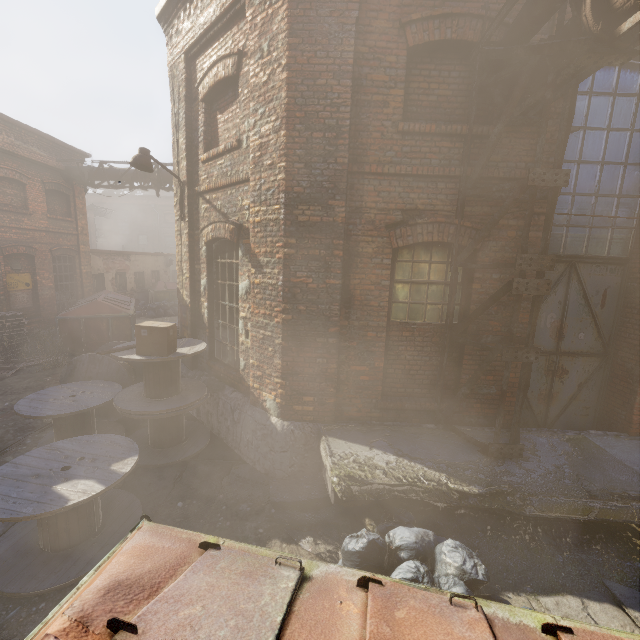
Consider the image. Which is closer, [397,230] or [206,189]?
[397,230]

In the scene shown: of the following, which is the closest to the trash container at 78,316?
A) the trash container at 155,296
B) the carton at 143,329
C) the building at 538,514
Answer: the building at 538,514

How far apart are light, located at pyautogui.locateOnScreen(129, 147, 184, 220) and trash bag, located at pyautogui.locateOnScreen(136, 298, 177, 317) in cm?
1310

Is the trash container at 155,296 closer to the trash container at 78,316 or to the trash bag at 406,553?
the trash container at 78,316

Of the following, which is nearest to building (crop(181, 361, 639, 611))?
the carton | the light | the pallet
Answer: the carton

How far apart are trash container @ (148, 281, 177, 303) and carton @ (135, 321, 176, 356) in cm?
1624

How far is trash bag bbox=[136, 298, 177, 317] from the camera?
18.2m

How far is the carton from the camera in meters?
5.1
